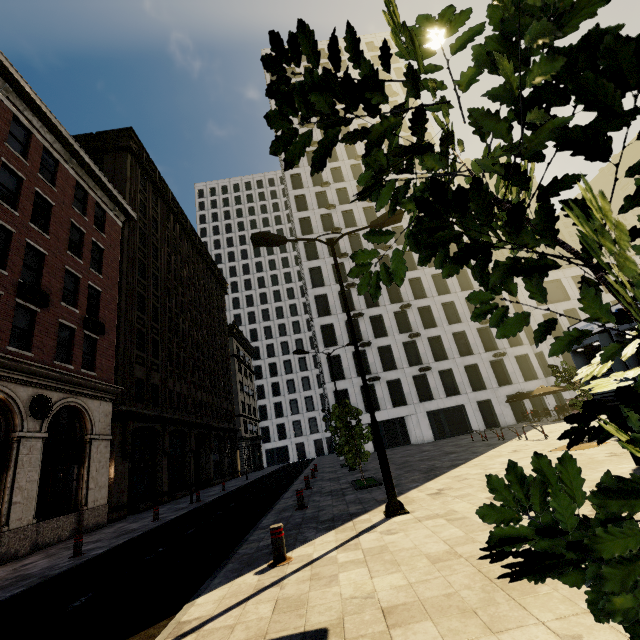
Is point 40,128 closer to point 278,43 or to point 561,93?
point 278,43

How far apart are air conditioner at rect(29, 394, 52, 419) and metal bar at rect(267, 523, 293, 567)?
12.7m

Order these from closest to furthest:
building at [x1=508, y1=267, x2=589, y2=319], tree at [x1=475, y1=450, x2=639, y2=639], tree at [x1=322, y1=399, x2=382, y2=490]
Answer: tree at [x1=475, y1=450, x2=639, y2=639] < tree at [x1=322, y1=399, x2=382, y2=490] < building at [x1=508, y1=267, x2=589, y2=319]

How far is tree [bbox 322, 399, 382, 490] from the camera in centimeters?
1209cm

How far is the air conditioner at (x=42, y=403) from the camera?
12.88m

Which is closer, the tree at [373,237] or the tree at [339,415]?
the tree at [373,237]

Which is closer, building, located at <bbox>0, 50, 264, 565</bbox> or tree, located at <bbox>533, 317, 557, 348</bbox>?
tree, located at <bbox>533, 317, 557, 348</bbox>

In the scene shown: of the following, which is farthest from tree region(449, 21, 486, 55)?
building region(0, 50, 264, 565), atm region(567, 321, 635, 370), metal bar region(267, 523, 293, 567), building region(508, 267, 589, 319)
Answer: building region(508, 267, 589, 319)
